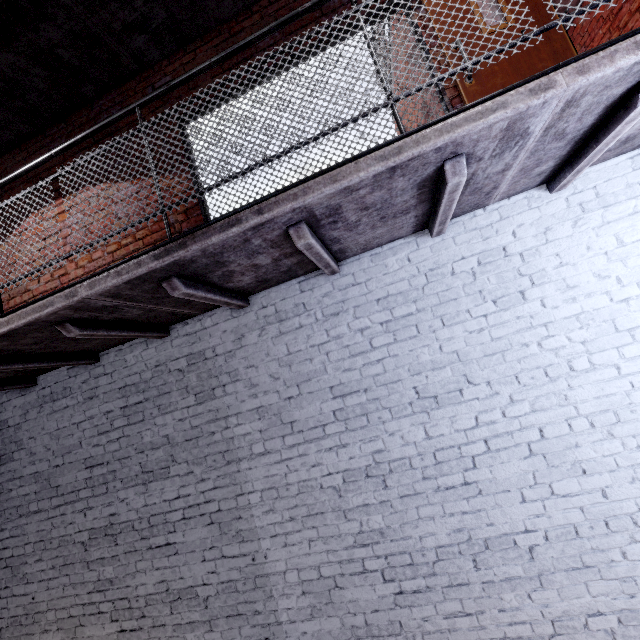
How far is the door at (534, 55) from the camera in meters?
2.7

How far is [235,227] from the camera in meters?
1.9

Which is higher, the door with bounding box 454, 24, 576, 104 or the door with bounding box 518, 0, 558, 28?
the door with bounding box 518, 0, 558, 28

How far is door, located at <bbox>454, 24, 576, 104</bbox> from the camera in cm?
268

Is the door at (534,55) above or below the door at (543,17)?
below
